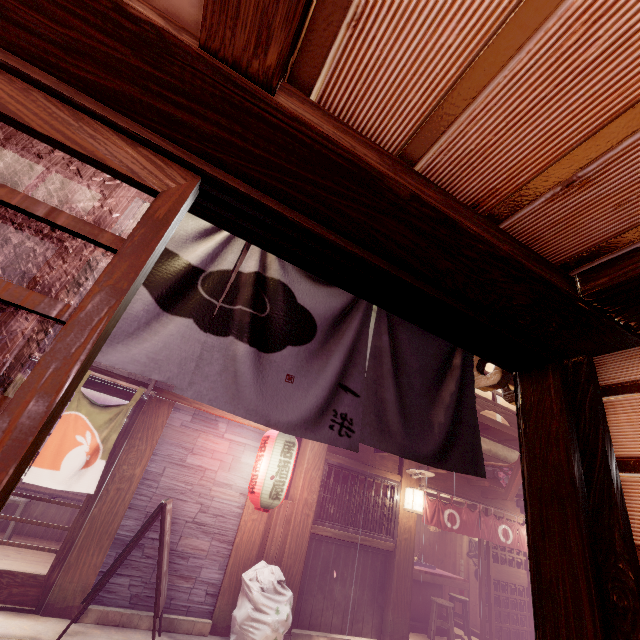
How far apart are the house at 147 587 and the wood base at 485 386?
8.3m

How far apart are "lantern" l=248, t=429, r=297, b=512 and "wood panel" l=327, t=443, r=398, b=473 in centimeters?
238cm

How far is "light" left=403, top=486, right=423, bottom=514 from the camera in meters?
11.8

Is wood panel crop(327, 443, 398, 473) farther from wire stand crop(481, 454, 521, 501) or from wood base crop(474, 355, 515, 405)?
wood base crop(474, 355, 515, 405)

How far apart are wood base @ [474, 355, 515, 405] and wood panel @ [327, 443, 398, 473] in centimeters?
884cm

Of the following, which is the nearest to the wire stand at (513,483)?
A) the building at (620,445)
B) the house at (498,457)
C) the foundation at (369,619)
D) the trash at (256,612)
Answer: the foundation at (369,619)

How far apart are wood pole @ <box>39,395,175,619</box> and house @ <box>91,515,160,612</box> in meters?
0.0

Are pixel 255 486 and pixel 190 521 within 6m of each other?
yes
